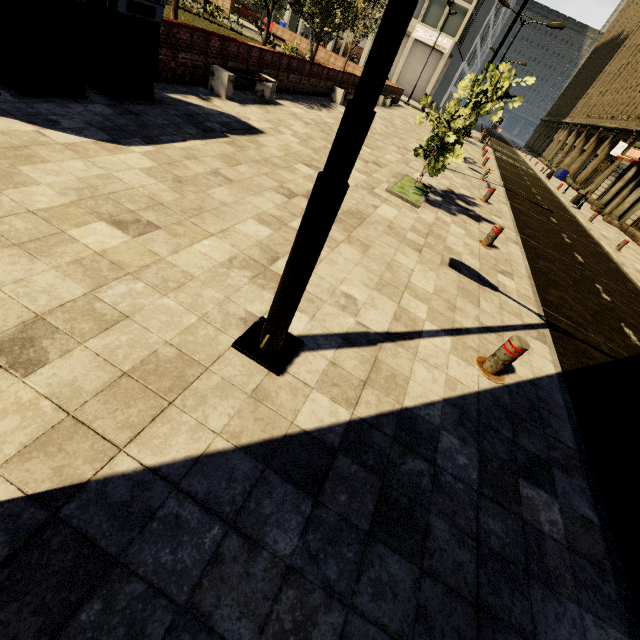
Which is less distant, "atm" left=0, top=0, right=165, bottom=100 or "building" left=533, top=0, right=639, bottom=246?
"atm" left=0, top=0, right=165, bottom=100

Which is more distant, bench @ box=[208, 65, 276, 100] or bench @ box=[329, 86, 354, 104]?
bench @ box=[329, 86, 354, 104]

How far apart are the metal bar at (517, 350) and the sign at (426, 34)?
49.2m

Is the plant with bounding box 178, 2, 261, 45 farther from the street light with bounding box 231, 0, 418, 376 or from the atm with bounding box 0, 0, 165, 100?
the street light with bounding box 231, 0, 418, 376

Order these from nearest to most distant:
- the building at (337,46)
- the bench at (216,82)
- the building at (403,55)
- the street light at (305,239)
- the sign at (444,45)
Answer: the street light at (305,239), the bench at (216,82), the building at (403,55), the sign at (444,45), the building at (337,46)

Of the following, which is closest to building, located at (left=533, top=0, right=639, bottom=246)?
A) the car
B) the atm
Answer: the car

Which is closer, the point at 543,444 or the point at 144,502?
the point at 144,502

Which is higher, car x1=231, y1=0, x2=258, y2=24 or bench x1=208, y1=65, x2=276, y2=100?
car x1=231, y1=0, x2=258, y2=24
